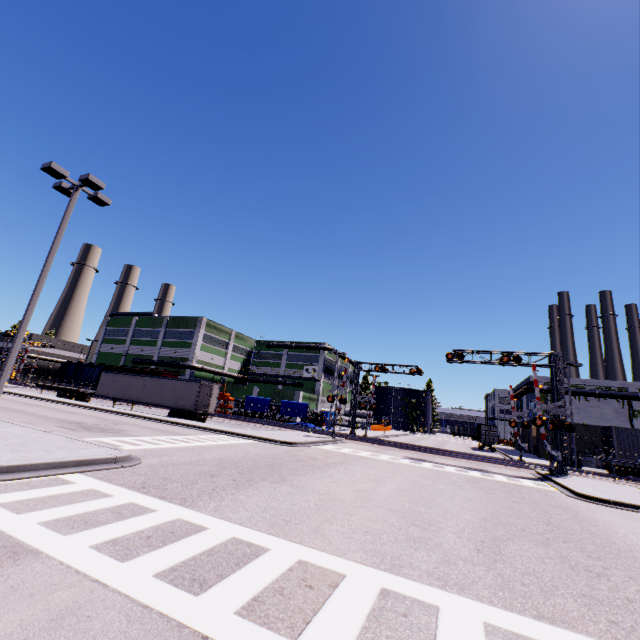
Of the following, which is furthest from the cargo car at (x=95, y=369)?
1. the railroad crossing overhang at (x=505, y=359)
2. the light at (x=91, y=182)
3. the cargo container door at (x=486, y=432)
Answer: the cargo container door at (x=486, y=432)

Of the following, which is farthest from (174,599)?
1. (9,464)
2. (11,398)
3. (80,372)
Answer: (80,372)

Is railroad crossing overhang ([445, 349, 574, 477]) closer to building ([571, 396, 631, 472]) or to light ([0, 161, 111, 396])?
building ([571, 396, 631, 472])

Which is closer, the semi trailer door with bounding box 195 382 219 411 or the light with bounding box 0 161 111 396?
the light with bounding box 0 161 111 396

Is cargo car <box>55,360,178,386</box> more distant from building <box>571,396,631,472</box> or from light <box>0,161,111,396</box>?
light <box>0,161,111,396</box>

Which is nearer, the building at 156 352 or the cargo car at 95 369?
the cargo car at 95 369

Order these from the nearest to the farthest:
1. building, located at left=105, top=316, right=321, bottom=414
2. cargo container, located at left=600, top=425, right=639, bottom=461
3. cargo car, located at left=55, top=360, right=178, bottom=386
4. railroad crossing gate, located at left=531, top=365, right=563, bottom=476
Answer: railroad crossing gate, located at left=531, top=365, right=563, bottom=476 → cargo container, located at left=600, top=425, right=639, bottom=461 → cargo car, located at left=55, top=360, right=178, bottom=386 → building, located at left=105, top=316, right=321, bottom=414

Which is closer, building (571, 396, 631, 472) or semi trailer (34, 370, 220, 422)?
semi trailer (34, 370, 220, 422)
